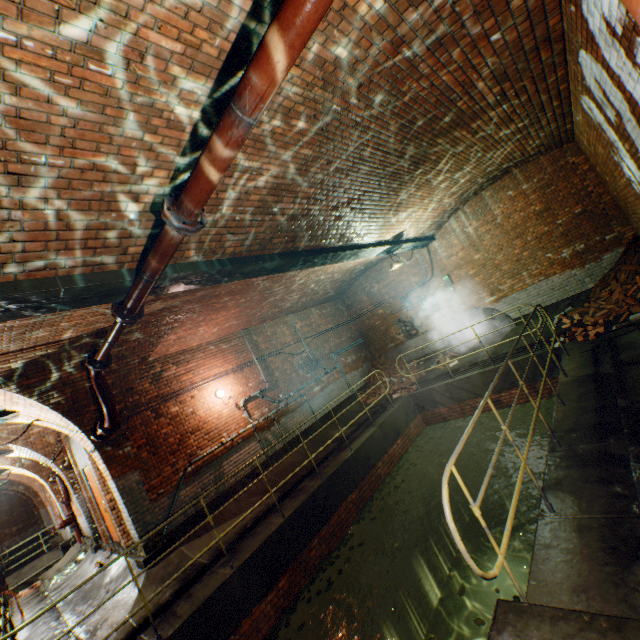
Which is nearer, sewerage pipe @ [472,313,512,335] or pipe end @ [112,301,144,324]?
pipe end @ [112,301,144,324]

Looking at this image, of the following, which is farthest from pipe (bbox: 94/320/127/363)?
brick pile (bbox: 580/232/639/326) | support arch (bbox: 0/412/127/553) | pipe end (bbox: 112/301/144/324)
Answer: support arch (bbox: 0/412/127/553)

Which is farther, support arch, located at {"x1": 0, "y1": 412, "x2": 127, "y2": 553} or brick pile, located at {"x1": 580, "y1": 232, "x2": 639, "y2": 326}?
brick pile, located at {"x1": 580, "y1": 232, "x2": 639, "y2": 326}

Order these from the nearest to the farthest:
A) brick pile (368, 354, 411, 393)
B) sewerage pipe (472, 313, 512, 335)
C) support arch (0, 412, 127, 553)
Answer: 1. support arch (0, 412, 127, 553)
2. sewerage pipe (472, 313, 512, 335)
3. brick pile (368, 354, 411, 393)

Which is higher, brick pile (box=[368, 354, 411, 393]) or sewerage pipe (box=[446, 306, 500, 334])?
sewerage pipe (box=[446, 306, 500, 334])

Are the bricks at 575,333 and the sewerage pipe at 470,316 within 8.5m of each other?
yes

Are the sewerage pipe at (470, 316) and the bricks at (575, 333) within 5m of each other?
yes

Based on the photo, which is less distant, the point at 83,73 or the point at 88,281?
the point at 83,73
